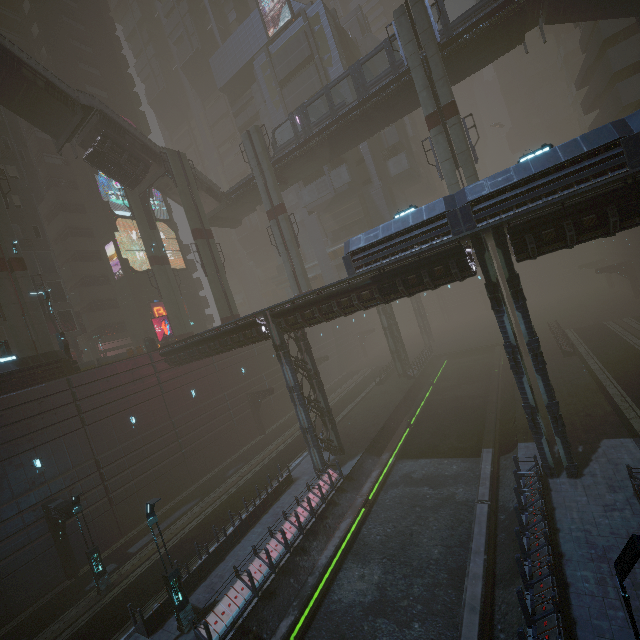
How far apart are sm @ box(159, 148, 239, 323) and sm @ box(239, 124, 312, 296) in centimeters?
538cm

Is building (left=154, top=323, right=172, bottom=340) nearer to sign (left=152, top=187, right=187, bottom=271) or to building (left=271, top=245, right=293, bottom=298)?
sign (left=152, top=187, right=187, bottom=271)

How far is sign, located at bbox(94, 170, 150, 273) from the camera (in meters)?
38.03

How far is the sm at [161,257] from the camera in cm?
3447

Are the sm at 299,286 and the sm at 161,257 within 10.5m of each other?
no

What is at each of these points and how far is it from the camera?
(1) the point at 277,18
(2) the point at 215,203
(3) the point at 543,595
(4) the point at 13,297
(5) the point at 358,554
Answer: (1) building, 45.8m
(2) stairs, 37.3m
(3) building, 9.7m
(4) sm, 24.3m
(5) train rail, 15.7m

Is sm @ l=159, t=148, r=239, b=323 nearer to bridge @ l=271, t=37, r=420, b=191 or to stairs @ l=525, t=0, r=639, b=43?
bridge @ l=271, t=37, r=420, b=191

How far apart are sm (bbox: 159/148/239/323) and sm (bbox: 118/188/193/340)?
6.5m
